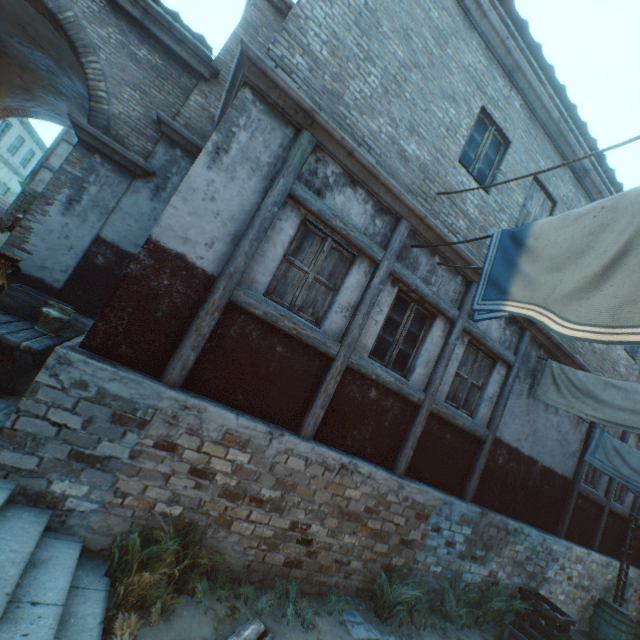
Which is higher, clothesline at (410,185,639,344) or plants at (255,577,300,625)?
clothesline at (410,185,639,344)

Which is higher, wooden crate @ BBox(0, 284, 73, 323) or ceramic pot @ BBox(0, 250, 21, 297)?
ceramic pot @ BBox(0, 250, 21, 297)

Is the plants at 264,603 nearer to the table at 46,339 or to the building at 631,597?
the building at 631,597

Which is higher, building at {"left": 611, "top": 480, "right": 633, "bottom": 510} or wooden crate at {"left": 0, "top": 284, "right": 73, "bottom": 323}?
building at {"left": 611, "top": 480, "right": 633, "bottom": 510}

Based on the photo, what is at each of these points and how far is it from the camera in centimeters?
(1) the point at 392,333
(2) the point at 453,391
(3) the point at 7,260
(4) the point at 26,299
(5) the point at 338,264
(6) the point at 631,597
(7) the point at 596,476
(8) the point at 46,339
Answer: (1) building, 556cm
(2) building, 625cm
(3) ceramic pot, 360cm
(4) wooden crate, 457cm
(5) building, 494cm
(6) building, 999cm
(7) building, 907cm
(8) table, 411cm

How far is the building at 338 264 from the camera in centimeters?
432cm

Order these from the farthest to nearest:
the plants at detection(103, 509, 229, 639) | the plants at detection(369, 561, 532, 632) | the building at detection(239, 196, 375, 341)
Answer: the plants at detection(369, 561, 532, 632), the building at detection(239, 196, 375, 341), the plants at detection(103, 509, 229, 639)

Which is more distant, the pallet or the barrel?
the barrel
